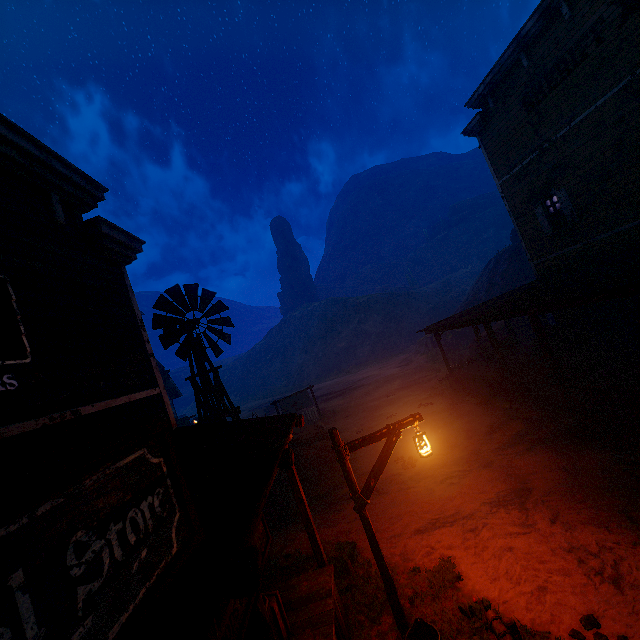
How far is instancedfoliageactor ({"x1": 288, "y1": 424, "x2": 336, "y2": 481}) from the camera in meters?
12.5 m

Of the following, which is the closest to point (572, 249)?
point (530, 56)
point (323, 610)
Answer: point (530, 56)

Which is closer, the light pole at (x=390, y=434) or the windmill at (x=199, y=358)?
the light pole at (x=390, y=434)

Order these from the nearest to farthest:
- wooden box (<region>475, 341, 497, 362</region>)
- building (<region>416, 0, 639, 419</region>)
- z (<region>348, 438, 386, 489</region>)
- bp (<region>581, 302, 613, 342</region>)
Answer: building (<region>416, 0, 639, 419</region>) < z (<region>348, 438, 386, 489</region>) < bp (<region>581, 302, 613, 342</region>) < wooden box (<region>475, 341, 497, 362</region>)

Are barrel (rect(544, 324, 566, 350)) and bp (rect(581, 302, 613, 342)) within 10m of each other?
yes

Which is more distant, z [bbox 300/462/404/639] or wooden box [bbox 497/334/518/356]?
wooden box [bbox 497/334/518/356]

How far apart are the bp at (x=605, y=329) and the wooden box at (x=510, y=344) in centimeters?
392cm

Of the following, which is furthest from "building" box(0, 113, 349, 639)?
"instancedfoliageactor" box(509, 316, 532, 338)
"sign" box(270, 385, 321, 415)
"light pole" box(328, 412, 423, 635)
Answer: "sign" box(270, 385, 321, 415)
